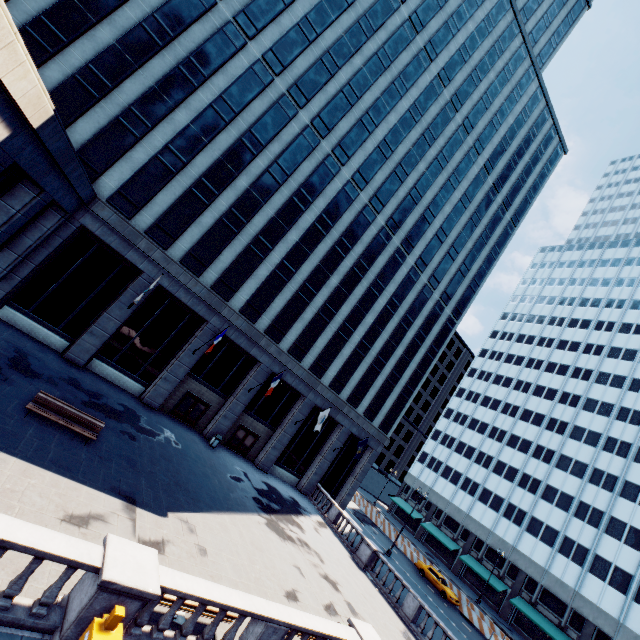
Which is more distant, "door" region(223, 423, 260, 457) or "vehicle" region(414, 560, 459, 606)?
"vehicle" region(414, 560, 459, 606)

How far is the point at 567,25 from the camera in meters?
46.5

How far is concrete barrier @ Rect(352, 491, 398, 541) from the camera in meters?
43.7

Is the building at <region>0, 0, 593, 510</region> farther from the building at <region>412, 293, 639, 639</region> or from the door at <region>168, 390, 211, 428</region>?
the building at <region>412, 293, 639, 639</region>

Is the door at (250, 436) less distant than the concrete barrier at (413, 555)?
Yes

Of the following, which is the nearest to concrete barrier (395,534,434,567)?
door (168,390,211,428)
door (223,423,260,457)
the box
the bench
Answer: door (223,423,260,457)

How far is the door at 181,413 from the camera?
26.5m
